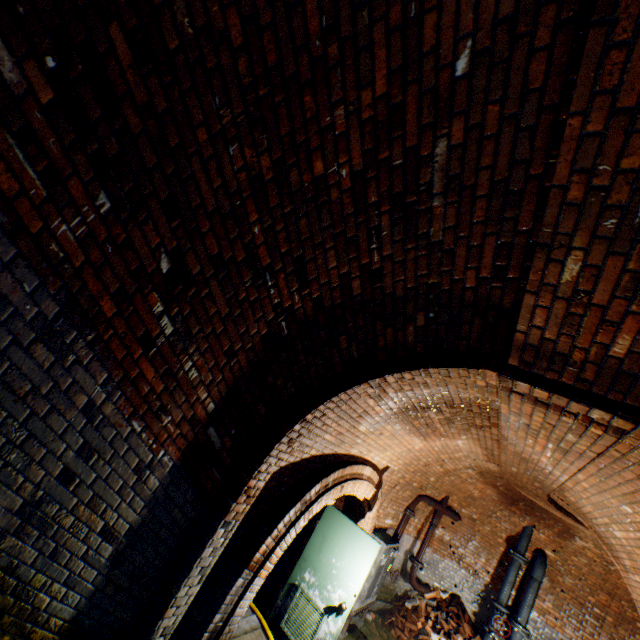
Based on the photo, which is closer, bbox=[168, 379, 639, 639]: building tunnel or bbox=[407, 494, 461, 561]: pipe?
bbox=[168, 379, 639, 639]: building tunnel

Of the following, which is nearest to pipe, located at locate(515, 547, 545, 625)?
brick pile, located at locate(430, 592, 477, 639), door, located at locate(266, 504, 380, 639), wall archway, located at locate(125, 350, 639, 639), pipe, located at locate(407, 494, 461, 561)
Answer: brick pile, located at locate(430, 592, 477, 639)

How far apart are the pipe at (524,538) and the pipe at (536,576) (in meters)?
0.29

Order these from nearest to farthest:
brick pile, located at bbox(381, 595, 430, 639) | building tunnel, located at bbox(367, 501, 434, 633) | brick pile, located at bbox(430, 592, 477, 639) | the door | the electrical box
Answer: brick pile, located at bbox(430, 592, 477, 639) → the door → the electrical box → brick pile, located at bbox(381, 595, 430, 639) → building tunnel, located at bbox(367, 501, 434, 633)

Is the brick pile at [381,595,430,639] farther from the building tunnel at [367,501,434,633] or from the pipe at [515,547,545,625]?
the pipe at [515,547,545,625]

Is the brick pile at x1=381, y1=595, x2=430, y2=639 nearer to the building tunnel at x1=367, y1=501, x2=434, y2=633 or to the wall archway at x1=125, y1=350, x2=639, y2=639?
the building tunnel at x1=367, y1=501, x2=434, y2=633

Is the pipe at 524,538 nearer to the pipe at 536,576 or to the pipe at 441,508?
the pipe at 536,576

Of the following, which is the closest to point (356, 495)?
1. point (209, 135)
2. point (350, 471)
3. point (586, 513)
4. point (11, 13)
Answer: point (350, 471)
